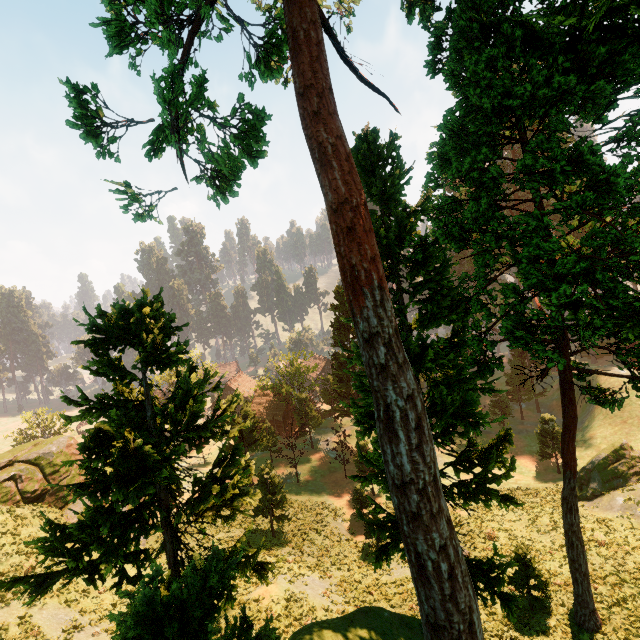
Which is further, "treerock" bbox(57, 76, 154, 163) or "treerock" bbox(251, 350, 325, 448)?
"treerock" bbox(251, 350, 325, 448)

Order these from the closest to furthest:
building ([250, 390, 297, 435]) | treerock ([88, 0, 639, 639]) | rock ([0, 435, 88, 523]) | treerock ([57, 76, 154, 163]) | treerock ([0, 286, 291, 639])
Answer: treerock ([0, 286, 291, 639]) < treerock ([88, 0, 639, 639]) < treerock ([57, 76, 154, 163]) < rock ([0, 435, 88, 523]) < building ([250, 390, 297, 435])

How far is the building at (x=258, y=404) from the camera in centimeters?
5528cm

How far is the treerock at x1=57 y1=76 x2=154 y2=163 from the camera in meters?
12.0

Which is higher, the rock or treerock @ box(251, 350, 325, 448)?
the rock

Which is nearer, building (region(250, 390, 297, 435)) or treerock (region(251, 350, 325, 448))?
treerock (region(251, 350, 325, 448))

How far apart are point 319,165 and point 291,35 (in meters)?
4.10

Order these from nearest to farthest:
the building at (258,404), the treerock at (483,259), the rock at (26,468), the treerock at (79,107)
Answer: → the treerock at (483,259) < the treerock at (79,107) < the rock at (26,468) < the building at (258,404)
